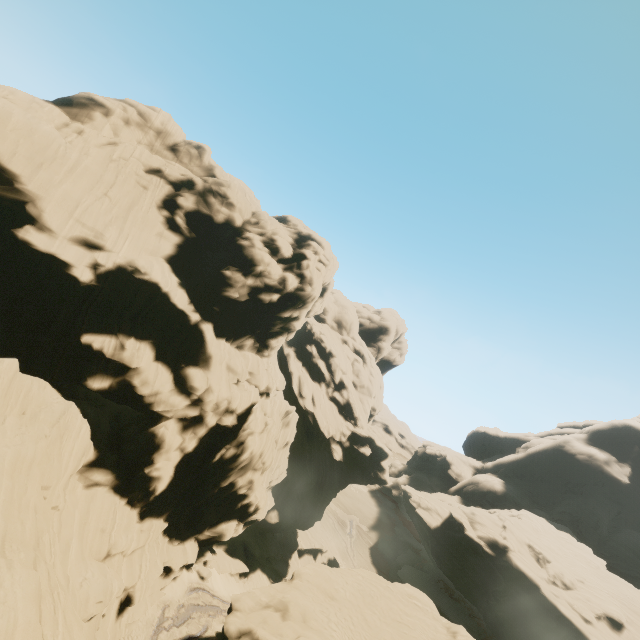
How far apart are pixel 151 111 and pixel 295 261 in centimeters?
2297cm
